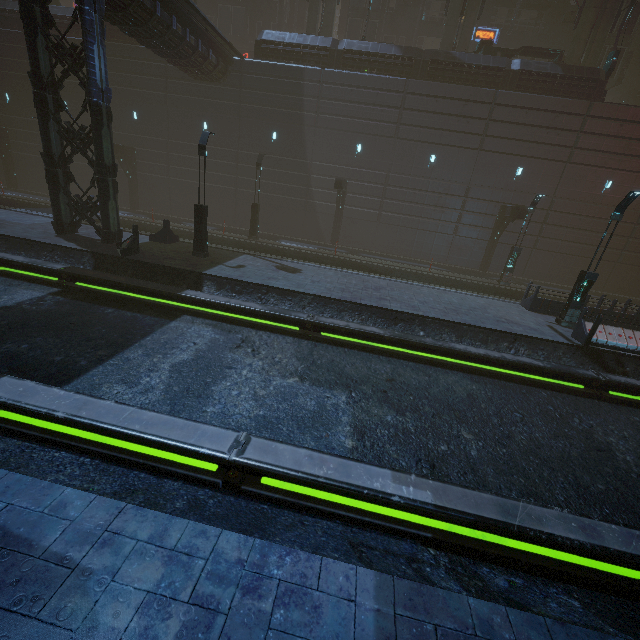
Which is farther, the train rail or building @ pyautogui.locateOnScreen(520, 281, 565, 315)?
building @ pyautogui.locateOnScreen(520, 281, 565, 315)

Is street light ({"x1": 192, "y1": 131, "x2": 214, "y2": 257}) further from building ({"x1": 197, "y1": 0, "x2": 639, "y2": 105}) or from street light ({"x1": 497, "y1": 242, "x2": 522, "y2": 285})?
street light ({"x1": 497, "y1": 242, "x2": 522, "y2": 285})

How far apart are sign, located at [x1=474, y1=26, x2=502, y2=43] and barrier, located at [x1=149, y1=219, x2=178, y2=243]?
32.3 meters

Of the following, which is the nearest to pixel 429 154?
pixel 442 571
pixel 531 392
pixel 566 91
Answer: pixel 566 91

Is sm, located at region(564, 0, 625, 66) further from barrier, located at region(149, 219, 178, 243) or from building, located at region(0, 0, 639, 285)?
barrier, located at region(149, 219, 178, 243)

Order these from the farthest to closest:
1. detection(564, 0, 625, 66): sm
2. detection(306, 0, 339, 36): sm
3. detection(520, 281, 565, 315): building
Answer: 1. detection(306, 0, 339, 36): sm
2. detection(564, 0, 625, 66): sm
3. detection(520, 281, 565, 315): building

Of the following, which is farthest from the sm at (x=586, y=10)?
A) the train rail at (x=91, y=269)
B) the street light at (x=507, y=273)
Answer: the train rail at (x=91, y=269)

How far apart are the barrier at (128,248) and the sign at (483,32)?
34.18m
